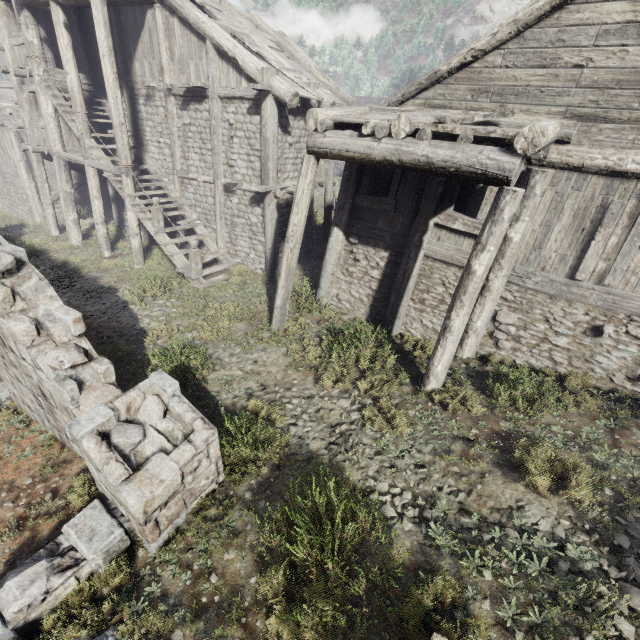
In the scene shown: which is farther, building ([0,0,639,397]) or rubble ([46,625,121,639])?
building ([0,0,639,397])

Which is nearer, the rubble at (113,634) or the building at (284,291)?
the rubble at (113,634)

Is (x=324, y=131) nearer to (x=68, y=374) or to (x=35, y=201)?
(x=68, y=374)

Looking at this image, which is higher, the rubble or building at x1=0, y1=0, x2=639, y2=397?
building at x1=0, y1=0, x2=639, y2=397

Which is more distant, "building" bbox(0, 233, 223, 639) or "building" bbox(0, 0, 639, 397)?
"building" bbox(0, 0, 639, 397)

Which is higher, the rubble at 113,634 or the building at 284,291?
the building at 284,291
